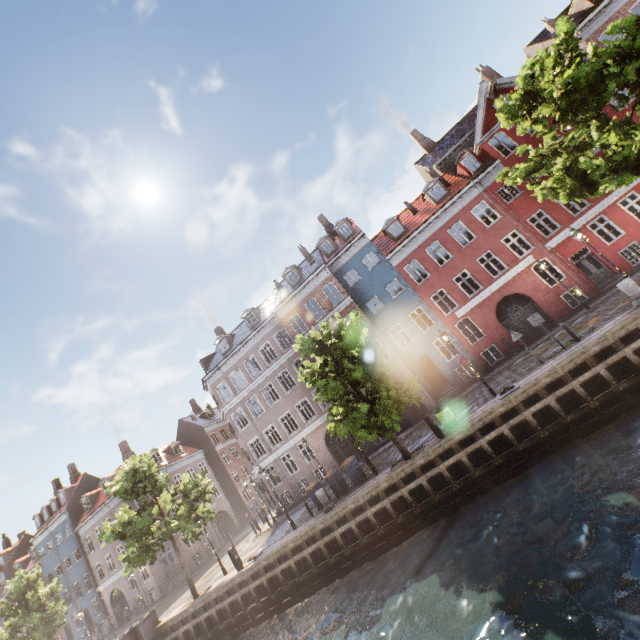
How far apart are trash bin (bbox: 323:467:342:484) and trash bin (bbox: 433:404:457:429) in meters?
6.7 m

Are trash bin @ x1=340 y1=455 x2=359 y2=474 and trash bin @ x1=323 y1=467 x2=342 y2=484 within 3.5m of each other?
yes

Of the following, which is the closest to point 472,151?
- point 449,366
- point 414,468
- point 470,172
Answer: point 470,172

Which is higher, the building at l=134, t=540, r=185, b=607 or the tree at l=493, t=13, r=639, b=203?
the tree at l=493, t=13, r=639, b=203

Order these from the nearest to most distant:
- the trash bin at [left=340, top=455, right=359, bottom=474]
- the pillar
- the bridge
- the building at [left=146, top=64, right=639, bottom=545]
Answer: the pillar → the trash bin at [left=340, top=455, right=359, bottom=474] → the bridge → the building at [left=146, top=64, right=639, bottom=545]

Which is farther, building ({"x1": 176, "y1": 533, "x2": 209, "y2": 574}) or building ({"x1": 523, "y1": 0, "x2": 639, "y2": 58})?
building ({"x1": 176, "y1": 533, "x2": 209, "y2": 574})

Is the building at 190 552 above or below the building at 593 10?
below

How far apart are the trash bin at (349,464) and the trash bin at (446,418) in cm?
543
